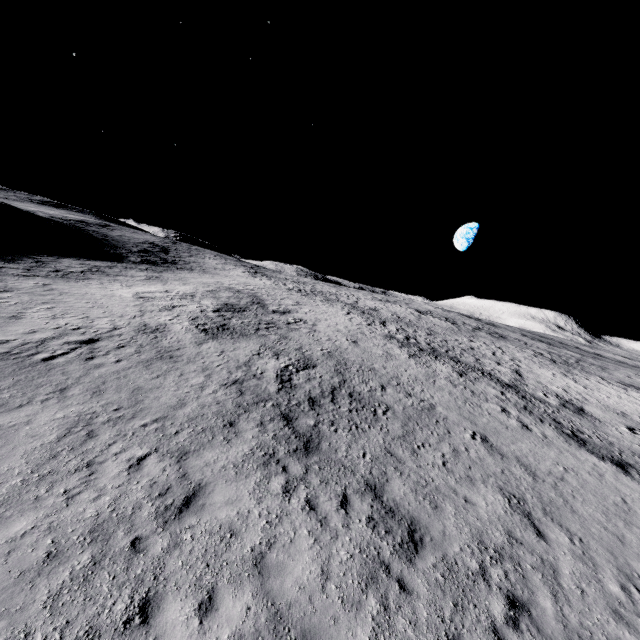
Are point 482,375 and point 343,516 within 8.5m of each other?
no
